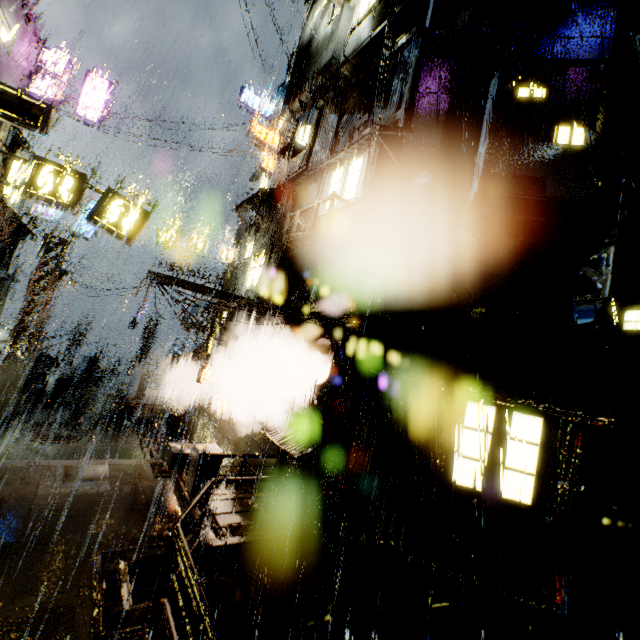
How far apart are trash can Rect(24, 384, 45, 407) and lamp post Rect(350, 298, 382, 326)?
20.4 meters

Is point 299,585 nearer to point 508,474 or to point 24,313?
point 508,474

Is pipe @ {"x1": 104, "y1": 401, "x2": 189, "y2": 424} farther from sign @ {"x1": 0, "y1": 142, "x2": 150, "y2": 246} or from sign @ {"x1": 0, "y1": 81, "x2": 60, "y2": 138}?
sign @ {"x1": 0, "y1": 81, "x2": 60, "y2": 138}

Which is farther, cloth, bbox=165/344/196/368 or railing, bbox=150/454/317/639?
cloth, bbox=165/344/196/368

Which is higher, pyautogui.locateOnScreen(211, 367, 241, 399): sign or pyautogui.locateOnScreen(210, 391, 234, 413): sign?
pyautogui.locateOnScreen(211, 367, 241, 399): sign

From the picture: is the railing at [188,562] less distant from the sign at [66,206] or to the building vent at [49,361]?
the sign at [66,206]

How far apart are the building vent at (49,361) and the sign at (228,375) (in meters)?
27.44

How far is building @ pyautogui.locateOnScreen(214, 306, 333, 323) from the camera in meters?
12.9 m
